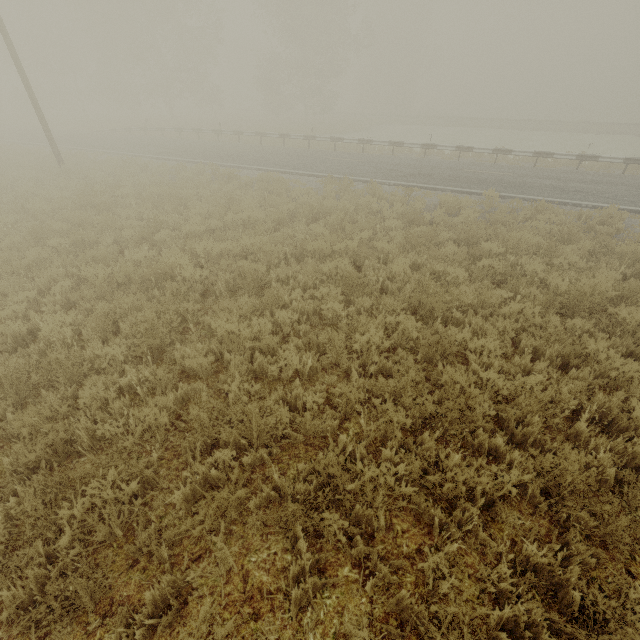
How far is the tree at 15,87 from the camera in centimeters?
3831cm

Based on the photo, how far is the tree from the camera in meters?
38.3

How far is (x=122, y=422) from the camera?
3.99m
